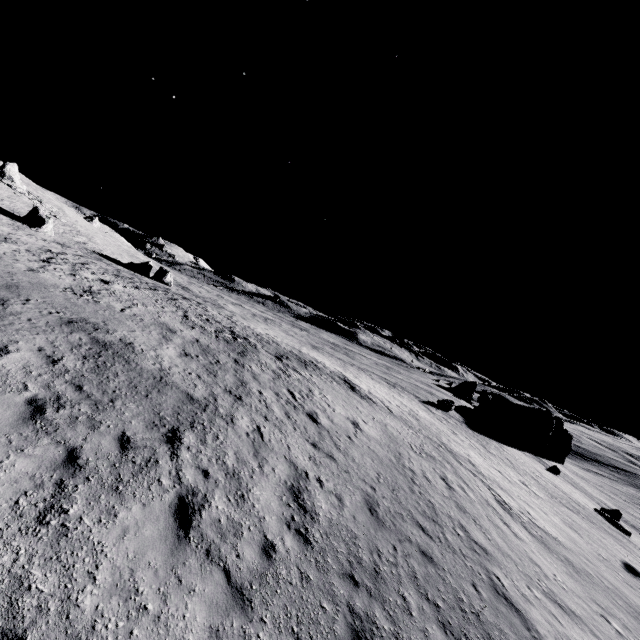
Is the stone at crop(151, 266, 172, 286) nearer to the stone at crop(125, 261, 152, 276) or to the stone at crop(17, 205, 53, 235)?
the stone at crop(125, 261, 152, 276)

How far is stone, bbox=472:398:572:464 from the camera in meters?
49.1

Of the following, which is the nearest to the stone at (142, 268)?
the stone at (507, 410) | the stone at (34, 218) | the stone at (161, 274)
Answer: the stone at (161, 274)

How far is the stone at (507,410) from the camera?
49.06m

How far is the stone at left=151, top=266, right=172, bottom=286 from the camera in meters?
42.3 m

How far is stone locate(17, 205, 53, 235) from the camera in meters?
33.2 m

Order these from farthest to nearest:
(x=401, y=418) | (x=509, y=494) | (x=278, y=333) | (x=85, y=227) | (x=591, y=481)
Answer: (x=85, y=227)
(x=591, y=481)
(x=278, y=333)
(x=401, y=418)
(x=509, y=494)

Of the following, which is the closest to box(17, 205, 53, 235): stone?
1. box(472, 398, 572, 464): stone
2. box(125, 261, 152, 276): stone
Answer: box(125, 261, 152, 276): stone
